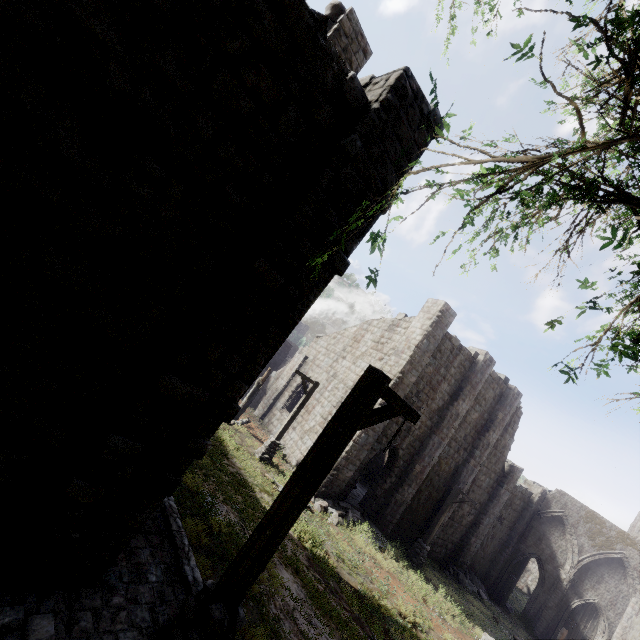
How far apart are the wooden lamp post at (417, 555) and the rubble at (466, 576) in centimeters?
644cm

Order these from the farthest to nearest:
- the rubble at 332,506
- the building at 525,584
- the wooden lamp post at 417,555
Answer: the building at 525,584, the wooden lamp post at 417,555, the rubble at 332,506

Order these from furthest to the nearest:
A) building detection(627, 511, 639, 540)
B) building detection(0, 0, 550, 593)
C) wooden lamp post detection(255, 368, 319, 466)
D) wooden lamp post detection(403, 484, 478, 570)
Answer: building detection(627, 511, 639, 540)
wooden lamp post detection(403, 484, 478, 570)
wooden lamp post detection(255, 368, 319, 466)
building detection(0, 0, 550, 593)

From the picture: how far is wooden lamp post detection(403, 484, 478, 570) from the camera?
17.08m

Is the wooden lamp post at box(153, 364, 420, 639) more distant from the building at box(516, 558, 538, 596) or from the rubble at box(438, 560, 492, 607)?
the rubble at box(438, 560, 492, 607)

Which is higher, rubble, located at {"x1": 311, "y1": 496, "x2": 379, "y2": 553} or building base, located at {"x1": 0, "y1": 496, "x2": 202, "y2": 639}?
building base, located at {"x1": 0, "y1": 496, "x2": 202, "y2": 639}

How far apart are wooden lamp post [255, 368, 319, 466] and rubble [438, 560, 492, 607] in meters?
15.8

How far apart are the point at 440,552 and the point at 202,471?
19.5 meters
